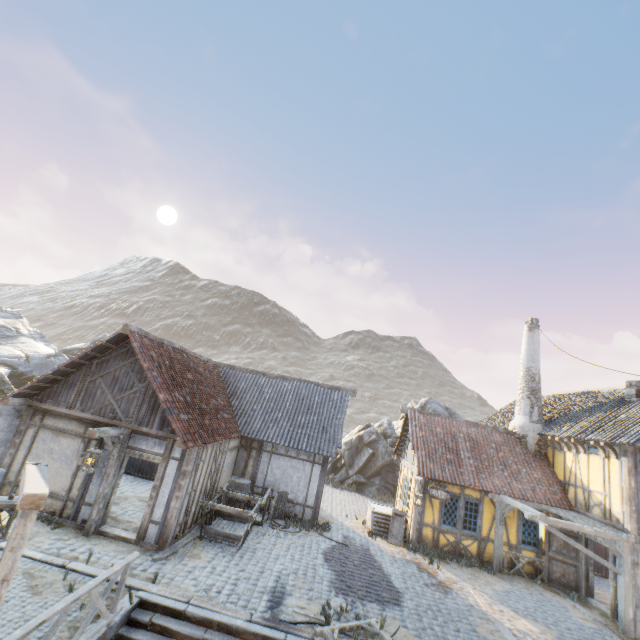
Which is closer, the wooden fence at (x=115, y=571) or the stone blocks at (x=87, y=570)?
the wooden fence at (x=115, y=571)

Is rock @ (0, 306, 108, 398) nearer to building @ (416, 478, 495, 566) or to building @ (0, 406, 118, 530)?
building @ (0, 406, 118, 530)

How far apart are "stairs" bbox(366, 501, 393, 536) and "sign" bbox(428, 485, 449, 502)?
2.18m

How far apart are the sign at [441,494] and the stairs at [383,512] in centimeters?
218cm

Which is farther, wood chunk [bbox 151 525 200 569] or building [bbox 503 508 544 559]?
building [bbox 503 508 544 559]

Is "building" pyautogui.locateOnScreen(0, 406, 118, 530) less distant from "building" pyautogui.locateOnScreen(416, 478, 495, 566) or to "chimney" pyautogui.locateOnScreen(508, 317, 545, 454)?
"building" pyautogui.locateOnScreen(416, 478, 495, 566)

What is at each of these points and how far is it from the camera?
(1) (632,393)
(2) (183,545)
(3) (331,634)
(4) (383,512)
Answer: (1) chimney, 13.82m
(2) wood chunk, 9.59m
(3) wooden structure, 6.98m
(4) stairs, 15.33m

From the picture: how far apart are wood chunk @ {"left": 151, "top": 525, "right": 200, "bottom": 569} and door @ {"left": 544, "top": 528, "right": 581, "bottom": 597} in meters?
13.5
